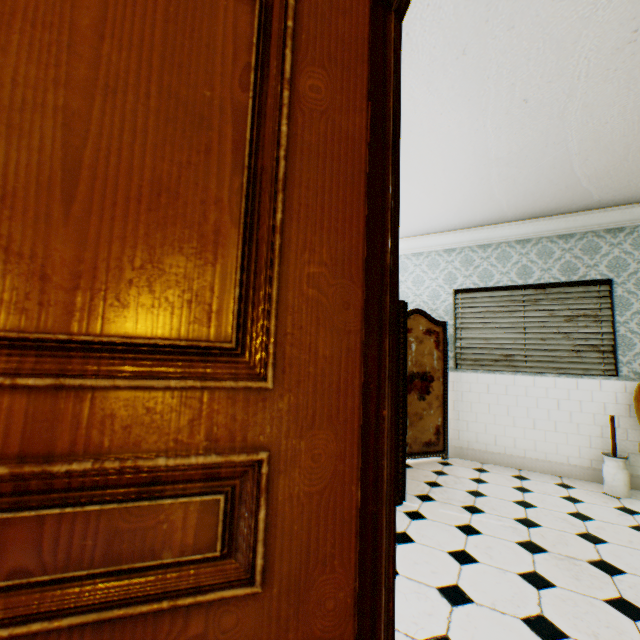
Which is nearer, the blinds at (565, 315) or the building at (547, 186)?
the building at (547, 186)

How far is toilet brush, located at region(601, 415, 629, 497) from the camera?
3.3m

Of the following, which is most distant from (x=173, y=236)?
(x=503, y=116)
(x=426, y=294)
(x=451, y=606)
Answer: (x=426, y=294)

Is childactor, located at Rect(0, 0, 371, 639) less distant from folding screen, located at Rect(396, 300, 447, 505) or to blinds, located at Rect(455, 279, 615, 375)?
folding screen, located at Rect(396, 300, 447, 505)

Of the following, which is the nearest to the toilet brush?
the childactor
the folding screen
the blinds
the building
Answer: the building

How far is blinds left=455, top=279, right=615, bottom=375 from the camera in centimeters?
384cm

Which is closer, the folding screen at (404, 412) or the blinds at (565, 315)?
the folding screen at (404, 412)

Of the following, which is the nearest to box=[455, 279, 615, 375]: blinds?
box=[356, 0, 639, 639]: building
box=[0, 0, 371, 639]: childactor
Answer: box=[356, 0, 639, 639]: building
